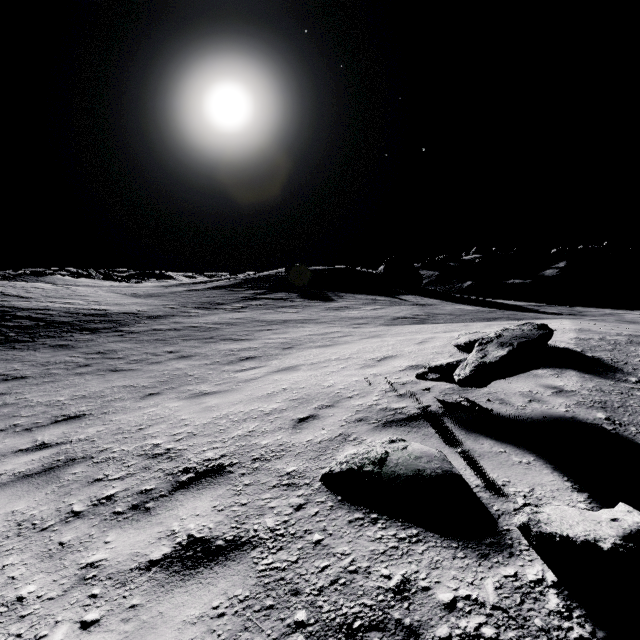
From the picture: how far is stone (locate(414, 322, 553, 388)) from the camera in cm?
316

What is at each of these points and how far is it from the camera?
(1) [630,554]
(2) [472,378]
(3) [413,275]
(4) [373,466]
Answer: (1) stone, 1.42m
(2) stone, 3.26m
(3) stone, 37.19m
(4) stone, 2.59m

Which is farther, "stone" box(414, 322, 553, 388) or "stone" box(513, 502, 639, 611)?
"stone" box(414, 322, 553, 388)

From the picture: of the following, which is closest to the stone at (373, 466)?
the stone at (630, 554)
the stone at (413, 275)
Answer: the stone at (630, 554)

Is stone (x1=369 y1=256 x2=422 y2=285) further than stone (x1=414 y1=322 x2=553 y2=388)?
Yes

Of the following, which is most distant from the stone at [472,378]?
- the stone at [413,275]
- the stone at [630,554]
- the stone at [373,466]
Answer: the stone at [413,275]

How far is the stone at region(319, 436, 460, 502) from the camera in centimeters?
228cm

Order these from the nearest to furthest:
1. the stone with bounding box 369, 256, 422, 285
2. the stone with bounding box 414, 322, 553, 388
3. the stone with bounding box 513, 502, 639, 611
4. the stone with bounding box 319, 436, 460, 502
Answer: the stone with bounding box 513, 502, 639, 611 < the stone with bounding box 319, 436, 460, 502 < the stone with bounding box 414, 322, 553, 388 < the stone with bounding box 369, 256, 422, 285
